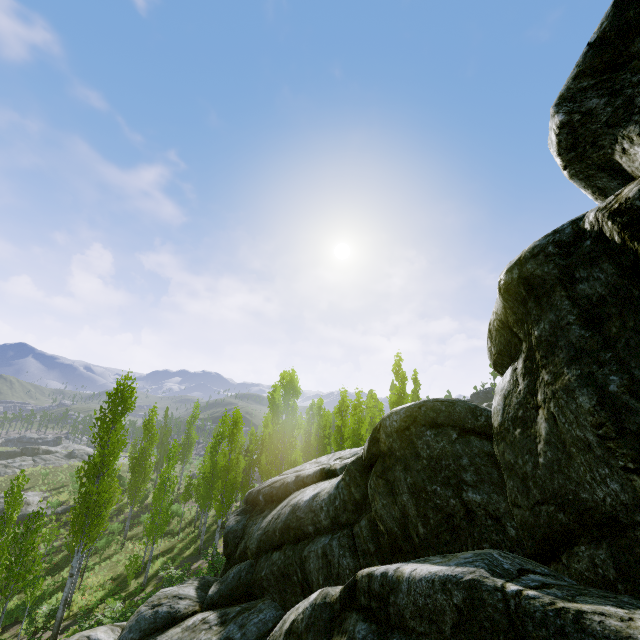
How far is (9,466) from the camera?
49.31m

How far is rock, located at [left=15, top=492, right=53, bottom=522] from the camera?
34.5m

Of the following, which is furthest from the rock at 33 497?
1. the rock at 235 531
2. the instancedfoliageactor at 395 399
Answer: the rock at 235 531

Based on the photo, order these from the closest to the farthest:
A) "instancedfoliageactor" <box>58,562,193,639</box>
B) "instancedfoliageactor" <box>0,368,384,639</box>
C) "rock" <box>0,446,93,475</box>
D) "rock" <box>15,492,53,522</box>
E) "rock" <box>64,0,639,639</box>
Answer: "rock" <box>64,0,639,639</box>
"instancedfoliageactor" <box>58,562,193,639</box>
"instancedfoliageactor" <box>0,368,384,639</box>
"rock" <box>15,492,53,522</box>
"rock" <box>0,446,93,475</box>

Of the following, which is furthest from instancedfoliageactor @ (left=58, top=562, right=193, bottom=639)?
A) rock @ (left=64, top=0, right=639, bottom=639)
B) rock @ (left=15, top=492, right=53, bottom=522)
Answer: rock @ (left=15, top=492, right=53, bottom=522)

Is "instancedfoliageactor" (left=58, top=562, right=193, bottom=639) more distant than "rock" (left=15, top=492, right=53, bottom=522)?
No

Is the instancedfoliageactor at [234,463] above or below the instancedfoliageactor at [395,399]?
below

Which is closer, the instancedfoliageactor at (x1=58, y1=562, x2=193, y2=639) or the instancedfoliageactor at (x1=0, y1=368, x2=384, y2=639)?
the instancedfoliageactor at (x1=58, y1=562, x2=193, y2=639)
